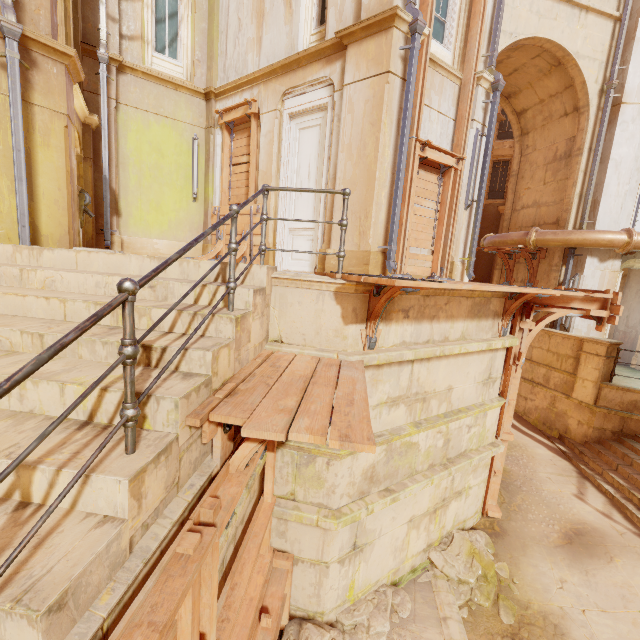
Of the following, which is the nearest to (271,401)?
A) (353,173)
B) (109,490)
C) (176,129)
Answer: (109,490)

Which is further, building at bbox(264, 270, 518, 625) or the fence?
building at bbox(264, 270, 518, 625)

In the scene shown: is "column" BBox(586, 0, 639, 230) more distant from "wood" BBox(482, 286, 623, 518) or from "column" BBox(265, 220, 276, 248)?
"column" BBox(265, 220, 276, 248)

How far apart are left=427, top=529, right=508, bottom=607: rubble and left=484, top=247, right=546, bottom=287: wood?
8.30m

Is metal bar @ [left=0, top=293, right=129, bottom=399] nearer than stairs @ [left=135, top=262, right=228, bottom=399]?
Yes

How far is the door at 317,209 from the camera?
7.2m

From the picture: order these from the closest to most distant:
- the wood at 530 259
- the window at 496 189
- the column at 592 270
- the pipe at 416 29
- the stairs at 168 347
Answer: the stairs at 168 347
the pipe at 416 29
the column at 592 270
the wood at 530 259
the window at 496 189

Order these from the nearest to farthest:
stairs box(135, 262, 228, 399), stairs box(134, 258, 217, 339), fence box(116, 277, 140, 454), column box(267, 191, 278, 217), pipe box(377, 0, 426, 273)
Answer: fence box(116, 277, 140, 454)
stairs box(135, 262, 228, 399)
stairs box(134, 258, 217, 339)
pipe box(377, 0, 426, 273)
column box(267, 191, 278, 217)
